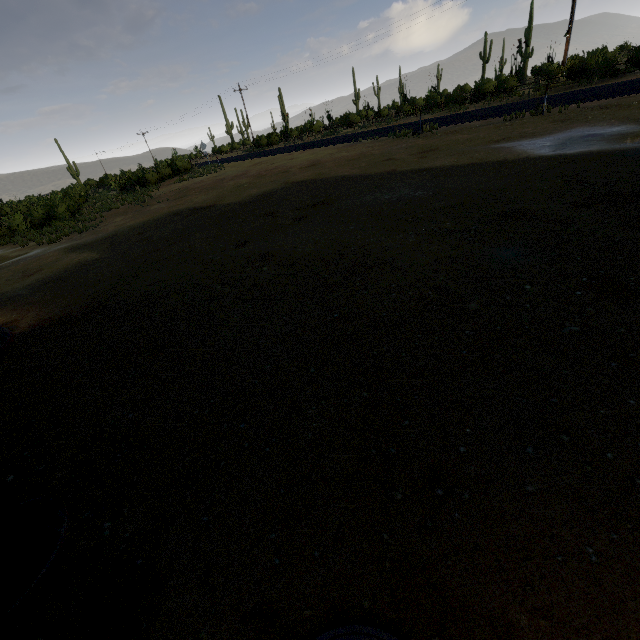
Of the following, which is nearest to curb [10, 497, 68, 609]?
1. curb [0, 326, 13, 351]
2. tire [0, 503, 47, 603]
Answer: tire [0, 503, 47, 603]

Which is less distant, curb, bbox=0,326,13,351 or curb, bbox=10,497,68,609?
curb, bbox=10,497,68,609

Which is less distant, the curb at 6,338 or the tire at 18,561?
the tire at 18,561

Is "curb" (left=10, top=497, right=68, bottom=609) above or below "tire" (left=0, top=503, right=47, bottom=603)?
below

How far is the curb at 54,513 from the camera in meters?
2.1 m

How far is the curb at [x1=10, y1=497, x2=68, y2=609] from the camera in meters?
2.1 m

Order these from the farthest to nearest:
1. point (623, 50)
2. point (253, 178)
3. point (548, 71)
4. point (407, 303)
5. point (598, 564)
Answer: point (623, 50)
point (548, 71)
point (253, 178)
point (407, 303)
point (598, 564)
